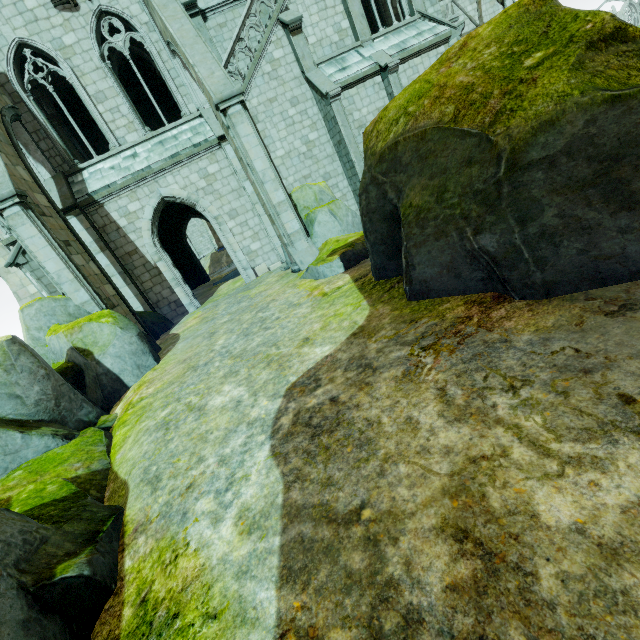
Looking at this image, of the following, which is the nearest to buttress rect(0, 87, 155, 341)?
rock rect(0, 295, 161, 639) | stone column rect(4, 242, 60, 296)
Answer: rock rect(0, 295, 161, 639)

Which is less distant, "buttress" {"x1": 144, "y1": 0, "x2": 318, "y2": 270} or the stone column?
"buttress" {"x1": 144, "y1": 0, "x2": 318, "y2": 270}

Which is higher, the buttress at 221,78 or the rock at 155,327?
the buttress at 221,78

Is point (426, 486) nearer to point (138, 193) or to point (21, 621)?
point (21, 621)

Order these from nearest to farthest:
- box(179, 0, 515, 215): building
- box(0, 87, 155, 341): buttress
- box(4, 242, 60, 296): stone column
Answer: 1. box(0, 87, 155, 341): buttress
2. box(4, 242, 60, 296): stone column
3. box(179, 0, 515, 215): building

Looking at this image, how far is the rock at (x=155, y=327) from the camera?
12.53m

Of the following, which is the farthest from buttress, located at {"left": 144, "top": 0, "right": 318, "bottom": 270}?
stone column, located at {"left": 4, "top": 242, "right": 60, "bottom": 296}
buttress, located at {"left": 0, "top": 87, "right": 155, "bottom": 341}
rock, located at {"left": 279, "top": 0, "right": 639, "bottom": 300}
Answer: stone column, located at {"left": 4, "top": 242, "right": 60, "bottom": 296}

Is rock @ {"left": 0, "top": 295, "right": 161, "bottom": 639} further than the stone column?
No
